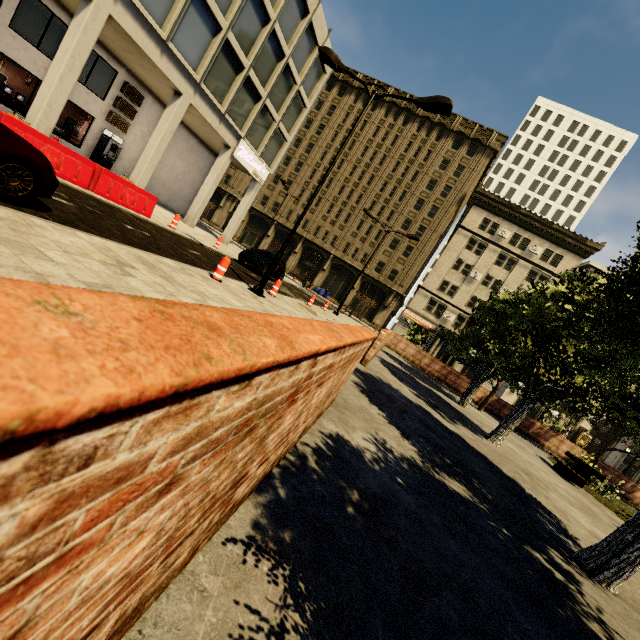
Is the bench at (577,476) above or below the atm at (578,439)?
below

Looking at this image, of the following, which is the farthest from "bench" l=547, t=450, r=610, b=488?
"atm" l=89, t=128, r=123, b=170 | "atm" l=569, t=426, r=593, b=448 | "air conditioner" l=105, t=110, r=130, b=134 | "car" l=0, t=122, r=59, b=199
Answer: "atm" l=569, t=426, r=593, b=448

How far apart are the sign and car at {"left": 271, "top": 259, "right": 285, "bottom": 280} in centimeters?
728cm

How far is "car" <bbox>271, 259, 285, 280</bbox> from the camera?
19.84m

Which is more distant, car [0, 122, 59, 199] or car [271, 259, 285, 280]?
car [271, 259, 285, 280]

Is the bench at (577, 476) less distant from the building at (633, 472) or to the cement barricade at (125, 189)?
the cement barricade at (125, 189)

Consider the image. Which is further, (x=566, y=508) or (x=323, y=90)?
(x=323, y=90)

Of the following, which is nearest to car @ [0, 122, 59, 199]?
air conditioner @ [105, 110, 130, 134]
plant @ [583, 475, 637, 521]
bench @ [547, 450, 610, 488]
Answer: plant @ [583, 475, 637, 521]
